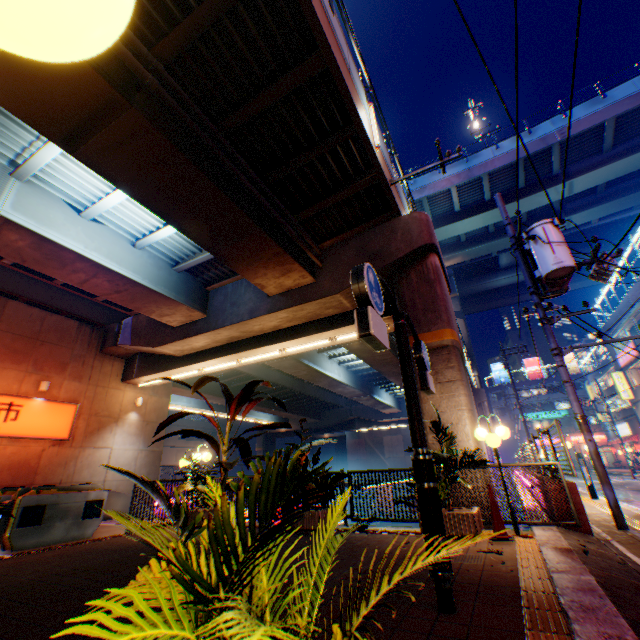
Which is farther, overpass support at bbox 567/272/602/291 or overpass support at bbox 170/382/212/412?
overpass support at bbox 567/272/602/291

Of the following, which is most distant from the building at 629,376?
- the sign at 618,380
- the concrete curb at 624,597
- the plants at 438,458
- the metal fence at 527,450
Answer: the plants at 438,458

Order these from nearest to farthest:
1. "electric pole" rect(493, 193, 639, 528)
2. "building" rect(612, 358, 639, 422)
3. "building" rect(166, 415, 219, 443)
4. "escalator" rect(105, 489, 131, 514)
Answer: "electric pole" rect(493, 193, 639, 528)
"escalator" rect(105, 489, 131, 514)
"building" rect(612, 358, 639, 422)
"building" rect(166, 415, 219, 443)

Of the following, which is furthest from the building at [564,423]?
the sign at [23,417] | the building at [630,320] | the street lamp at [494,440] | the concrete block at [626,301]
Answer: the sign at [23,417]

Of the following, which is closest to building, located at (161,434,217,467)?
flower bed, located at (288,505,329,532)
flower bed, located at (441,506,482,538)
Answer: flower bed, located at (288,505,329,532)

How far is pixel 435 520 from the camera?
3.34m

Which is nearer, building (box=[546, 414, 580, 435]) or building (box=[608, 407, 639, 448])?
building (box=[608, 407, 639, 448])

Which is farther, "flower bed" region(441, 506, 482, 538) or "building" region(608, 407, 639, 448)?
"building" region(608, 407, 639, 448)
